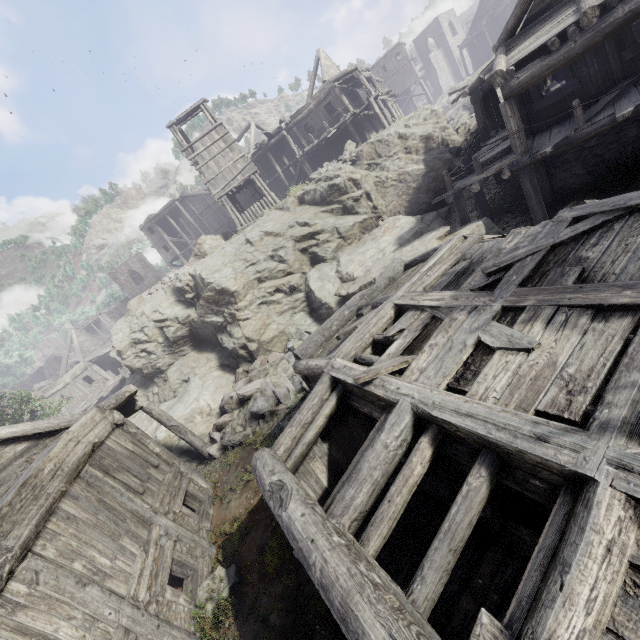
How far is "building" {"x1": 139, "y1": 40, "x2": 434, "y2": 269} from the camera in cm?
2262

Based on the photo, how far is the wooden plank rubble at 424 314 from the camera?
5.0m

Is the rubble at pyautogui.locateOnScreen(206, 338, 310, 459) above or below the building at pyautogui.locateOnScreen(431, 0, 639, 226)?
below

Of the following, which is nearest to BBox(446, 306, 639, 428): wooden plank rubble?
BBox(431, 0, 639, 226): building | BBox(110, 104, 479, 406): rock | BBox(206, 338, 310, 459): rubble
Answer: BBox(431, 0, 639, 226): building

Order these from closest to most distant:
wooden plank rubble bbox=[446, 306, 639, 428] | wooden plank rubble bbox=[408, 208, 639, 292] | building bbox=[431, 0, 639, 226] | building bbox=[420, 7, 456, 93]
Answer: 1. wooden plank rubble bbox=[446, 306, 639, 428]
2. wooden plank rubble bbox=[408, 208, 639, 292]
3. building bbox=[431, 0, 639, 226]
4. building bbox=[420, 7, 456, 93]

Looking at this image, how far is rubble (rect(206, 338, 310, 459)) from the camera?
12.1 meters

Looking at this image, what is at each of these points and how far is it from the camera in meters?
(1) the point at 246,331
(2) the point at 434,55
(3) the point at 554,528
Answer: (1) rock, 15.7
(2) building, 58.8
(3) building, 2.6

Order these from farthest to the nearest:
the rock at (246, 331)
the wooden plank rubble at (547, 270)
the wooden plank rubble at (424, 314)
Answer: the rock at (246, 331) → the wooden plank rubble at (424, 314) → the wooden plank rubble at (547, 270)
